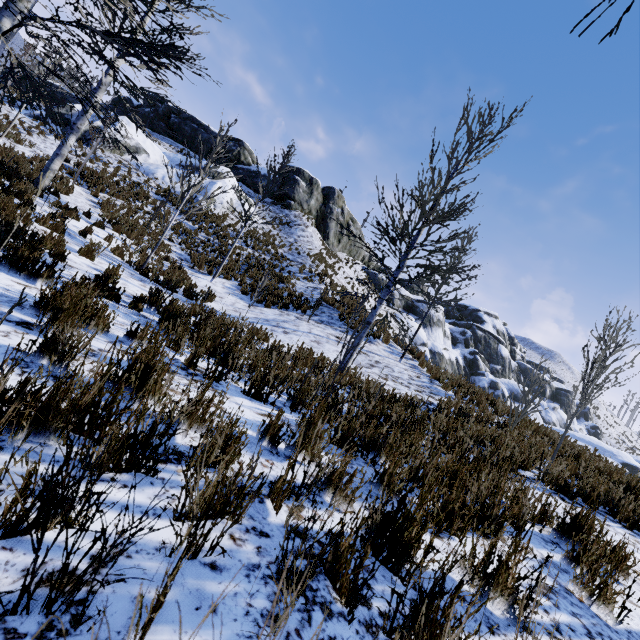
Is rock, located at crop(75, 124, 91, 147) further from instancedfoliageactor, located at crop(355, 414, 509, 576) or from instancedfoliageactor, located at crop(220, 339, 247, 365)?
instancedfoliageactor, located at crop(355, 414, 509, 576)

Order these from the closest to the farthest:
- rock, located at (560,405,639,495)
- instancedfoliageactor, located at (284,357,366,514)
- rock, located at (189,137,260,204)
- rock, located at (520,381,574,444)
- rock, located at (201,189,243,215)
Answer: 1. instancedfoliageactor, located at (284,357,366,514)
2. rock, located at (560,405,639,495)
3. rock, located at (520,381,574,444)
4. rock, located at (201,189,243,215)
5. rock, located at (189,137,260,204)

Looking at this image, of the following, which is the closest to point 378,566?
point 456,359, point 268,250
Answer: point 268,250

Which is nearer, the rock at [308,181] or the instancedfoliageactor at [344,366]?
the instancedfoliageactor at [344,366]

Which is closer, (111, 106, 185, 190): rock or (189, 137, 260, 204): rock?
(111, 106, 185, 190): rock

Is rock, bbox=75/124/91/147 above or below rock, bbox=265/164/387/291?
below

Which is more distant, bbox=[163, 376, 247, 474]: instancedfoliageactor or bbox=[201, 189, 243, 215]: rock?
bbox=[201, 189, 243, 215]: rock

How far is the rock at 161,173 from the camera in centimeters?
2086cm
